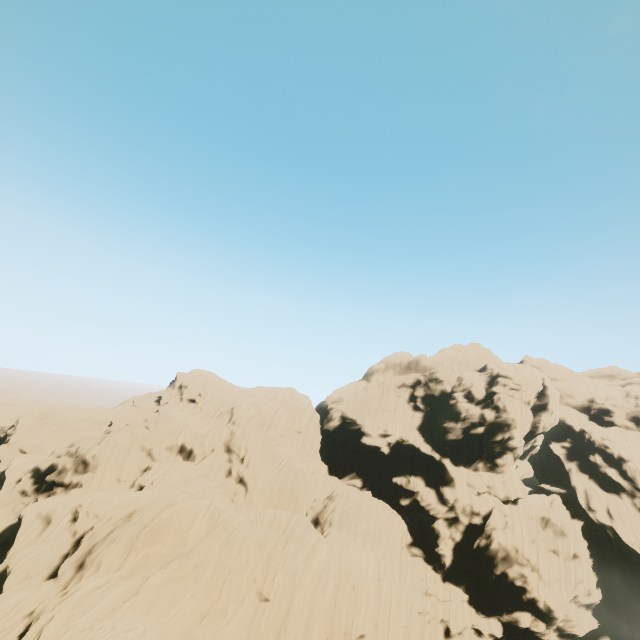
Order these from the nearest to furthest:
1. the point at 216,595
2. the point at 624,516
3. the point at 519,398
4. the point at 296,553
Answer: the point at 216,595 < the point at 296,553 < the point at 624,516 < the point at 519,398
